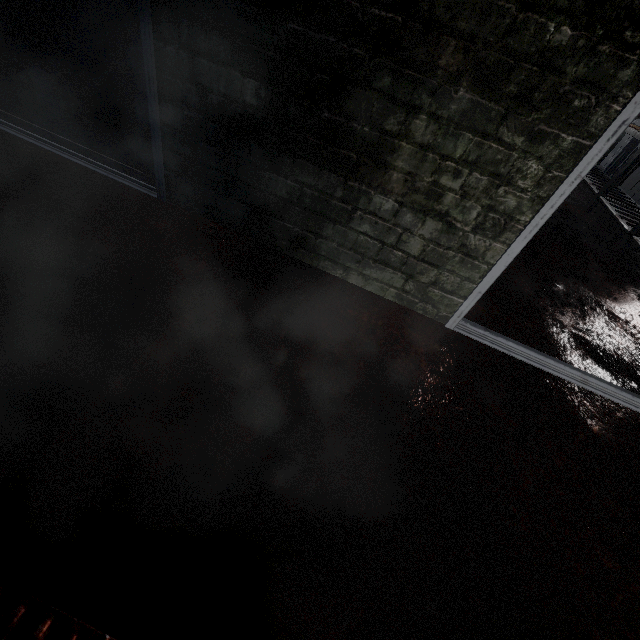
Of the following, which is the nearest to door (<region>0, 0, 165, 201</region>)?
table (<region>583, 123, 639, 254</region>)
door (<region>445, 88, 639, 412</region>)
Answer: door (<region>445, 88, 639, 412</region>)

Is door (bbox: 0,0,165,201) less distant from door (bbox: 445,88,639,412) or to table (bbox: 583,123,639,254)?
door (bbox: 445,88,639,412)

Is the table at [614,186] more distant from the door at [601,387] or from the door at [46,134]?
the door at [46,134]

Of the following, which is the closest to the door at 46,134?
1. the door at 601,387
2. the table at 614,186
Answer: the door at 601,387

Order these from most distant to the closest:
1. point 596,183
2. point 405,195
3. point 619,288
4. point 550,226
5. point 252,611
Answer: point 596,183
point 550,226
point 619,288
point 405,195
point 252,611

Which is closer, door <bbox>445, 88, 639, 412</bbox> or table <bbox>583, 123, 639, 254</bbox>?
door <bbox>445, 88, 639, 412</bbox>
